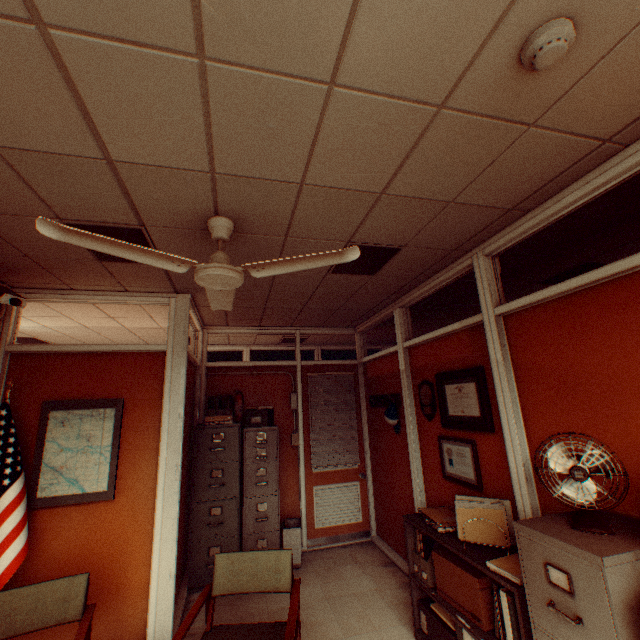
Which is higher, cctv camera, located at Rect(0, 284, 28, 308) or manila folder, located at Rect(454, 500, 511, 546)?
cctv camera, located at Rect(0, 284, 28, 308)

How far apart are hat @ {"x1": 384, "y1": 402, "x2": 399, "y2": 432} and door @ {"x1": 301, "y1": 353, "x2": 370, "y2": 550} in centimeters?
112cm

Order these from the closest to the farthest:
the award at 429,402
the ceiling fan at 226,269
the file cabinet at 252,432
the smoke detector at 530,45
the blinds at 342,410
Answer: the smoke detector at 530,45 → the ceiling fan at 226,269 → the award at 429,402 → the file cabinet at 252,432 → the blinds at 342,410

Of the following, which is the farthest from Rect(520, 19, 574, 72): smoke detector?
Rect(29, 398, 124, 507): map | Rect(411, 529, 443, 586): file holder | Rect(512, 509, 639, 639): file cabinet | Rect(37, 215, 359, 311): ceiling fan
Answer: Rect(29, 398, 124, 507): map

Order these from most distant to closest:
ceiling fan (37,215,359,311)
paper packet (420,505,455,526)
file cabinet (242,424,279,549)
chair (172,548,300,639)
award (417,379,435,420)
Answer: file cabinet (242,424,279,549)
award (417,379,435,420)
paper packet (420,505,455,526)
chair (172,548,300,639)
ceiling fan (37,215,359,311)

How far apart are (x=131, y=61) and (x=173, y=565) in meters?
4.0 m

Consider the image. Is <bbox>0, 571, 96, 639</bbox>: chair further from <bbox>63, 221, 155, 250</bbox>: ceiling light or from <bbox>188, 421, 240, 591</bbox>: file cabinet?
<bbox>63, 221, 155, 250</bbox>: ceiling light

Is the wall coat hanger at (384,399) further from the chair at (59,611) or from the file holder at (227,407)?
the chair at (59,611)
